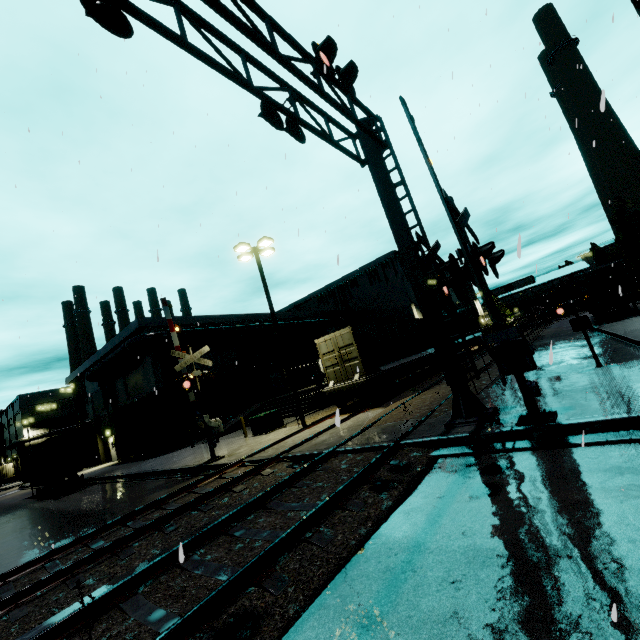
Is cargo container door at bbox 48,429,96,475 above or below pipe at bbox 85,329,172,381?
below

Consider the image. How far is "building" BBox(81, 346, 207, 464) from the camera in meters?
25.0

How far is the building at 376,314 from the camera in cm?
3280

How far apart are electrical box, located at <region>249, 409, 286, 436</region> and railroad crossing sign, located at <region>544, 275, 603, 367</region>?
14.0m

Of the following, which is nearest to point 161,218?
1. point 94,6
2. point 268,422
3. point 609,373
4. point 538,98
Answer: point 94,6

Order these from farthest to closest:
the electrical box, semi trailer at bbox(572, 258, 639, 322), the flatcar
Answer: semi trailer at bbox(572, 258, 639, 322) → the electrical box → the flatcar

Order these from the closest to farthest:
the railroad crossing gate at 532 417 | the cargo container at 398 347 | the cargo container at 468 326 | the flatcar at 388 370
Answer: the railroad crossing gate at 532 417 → the flatcar at 388 370 → the cargo container at 398 347 → the cargo container at 468 326

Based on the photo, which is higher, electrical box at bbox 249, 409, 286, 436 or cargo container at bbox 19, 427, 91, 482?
cargo container at bbox 19, 427, 91, 482
